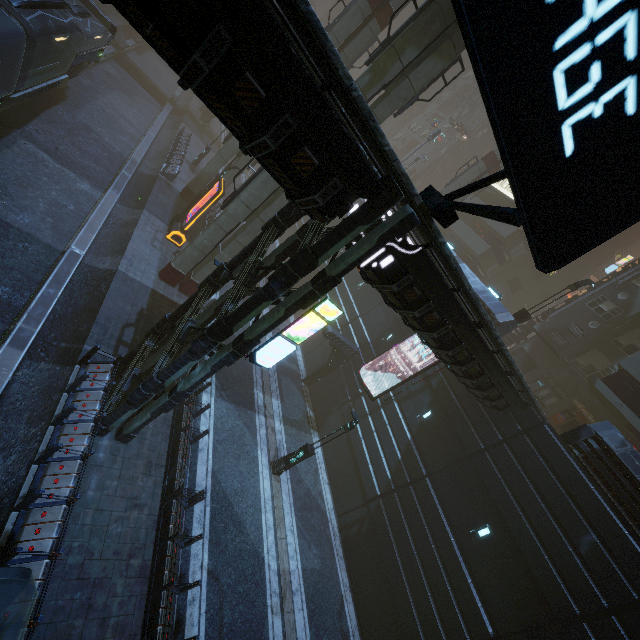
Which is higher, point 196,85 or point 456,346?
point 456,346

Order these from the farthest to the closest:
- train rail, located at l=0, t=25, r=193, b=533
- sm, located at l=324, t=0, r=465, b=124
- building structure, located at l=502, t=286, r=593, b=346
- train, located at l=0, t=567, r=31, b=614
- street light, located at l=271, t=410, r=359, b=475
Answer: building structure, located at l=502, t=286, r=593, b=346 → street light, located at l=271, t=410, r=359, b=475 → sm, located at l=324, t=0, r=465, b=124 → train rail, located at l=0, t=25, r=193, b=533 → train, located at l=0, t=567, r=31, b=614

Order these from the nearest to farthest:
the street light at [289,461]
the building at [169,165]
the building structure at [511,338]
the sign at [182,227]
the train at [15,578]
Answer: the train at [15,578] → the street light at [289,461] → the sign at [182,227] → the building at [169,165] → the building structure at [511,338]

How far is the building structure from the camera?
27.6m

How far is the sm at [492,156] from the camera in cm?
2823

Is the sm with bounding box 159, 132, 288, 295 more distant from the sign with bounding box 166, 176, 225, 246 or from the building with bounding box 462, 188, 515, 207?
the sign with bounding box 166, 176, 225, 246

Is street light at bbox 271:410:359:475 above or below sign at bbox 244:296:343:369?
below

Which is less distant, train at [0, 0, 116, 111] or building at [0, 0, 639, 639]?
building at [0, 0, 639, 639]
